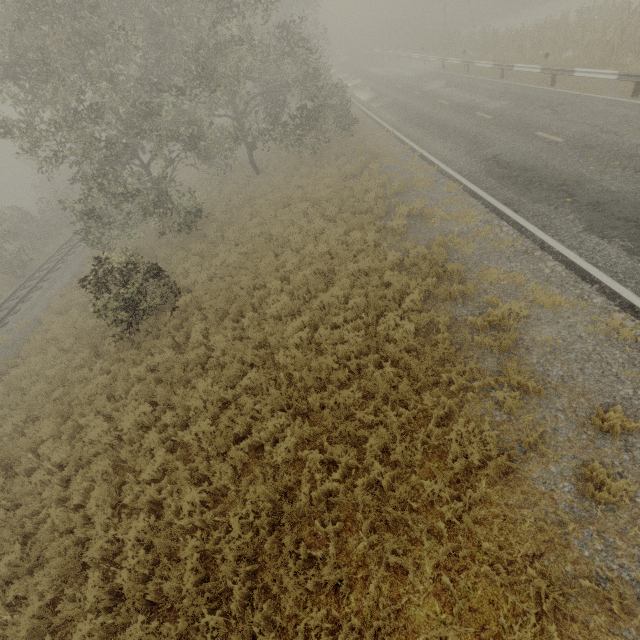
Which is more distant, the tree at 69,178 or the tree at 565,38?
the tree at 565,38

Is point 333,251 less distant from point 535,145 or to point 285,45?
point 535,145

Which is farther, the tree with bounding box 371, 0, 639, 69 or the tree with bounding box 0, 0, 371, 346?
the tree with bounding box 371, 0, 639, 69
